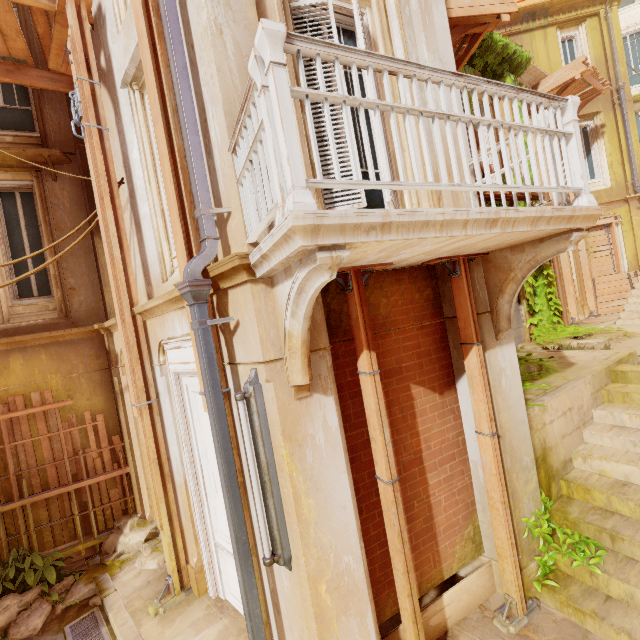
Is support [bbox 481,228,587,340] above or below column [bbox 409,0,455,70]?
below

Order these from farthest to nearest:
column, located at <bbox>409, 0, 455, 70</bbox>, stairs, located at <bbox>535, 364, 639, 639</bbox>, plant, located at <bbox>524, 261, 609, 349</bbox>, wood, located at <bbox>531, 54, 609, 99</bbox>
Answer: wood, located at <bbox>531, 54, 609, 99</bbox>, plant, located at <bbox>524, 261, 609, 349</bbox>, column, located at <bbox>409, 0, 455, 70</bbox>, stairs, located at <bbox>535, 364, 639, 639</bbox>

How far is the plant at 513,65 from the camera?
9.1m

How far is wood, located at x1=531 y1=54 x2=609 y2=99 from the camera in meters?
10.5

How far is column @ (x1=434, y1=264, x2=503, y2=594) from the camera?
4.16m

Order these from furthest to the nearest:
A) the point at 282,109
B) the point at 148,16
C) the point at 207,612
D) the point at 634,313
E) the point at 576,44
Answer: the point at 576,44
the point at 634,313
the point at 207,612
the point at 148,16
the point at 282,109

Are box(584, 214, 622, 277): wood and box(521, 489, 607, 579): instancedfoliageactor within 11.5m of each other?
no

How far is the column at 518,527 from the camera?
4.0m
